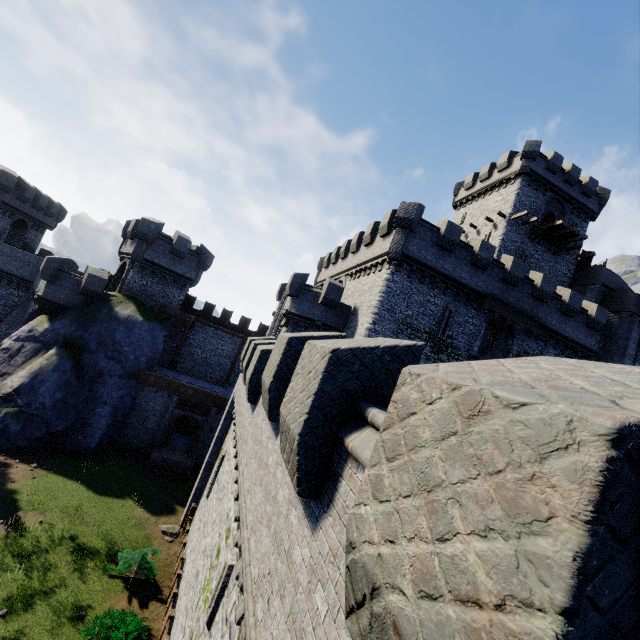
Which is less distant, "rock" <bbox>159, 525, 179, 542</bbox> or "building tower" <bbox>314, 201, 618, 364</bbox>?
"rock" <bbox>159, 525, 179, 542</bbox>

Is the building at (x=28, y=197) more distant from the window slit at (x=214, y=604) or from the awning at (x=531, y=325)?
the awning at (x=531, y=325)

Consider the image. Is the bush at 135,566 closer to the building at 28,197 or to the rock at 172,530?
the rock at 172,530

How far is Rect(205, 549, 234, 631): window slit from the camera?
7.41m

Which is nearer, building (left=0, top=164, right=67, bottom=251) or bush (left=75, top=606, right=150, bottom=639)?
bush (left=75, top=606, right=150, bottom=639)

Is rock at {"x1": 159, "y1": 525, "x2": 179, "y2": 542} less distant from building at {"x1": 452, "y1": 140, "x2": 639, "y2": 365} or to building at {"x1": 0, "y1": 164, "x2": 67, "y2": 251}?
building at {"x1": 452, "y1": 140, "x2": 639, "y2": 365}

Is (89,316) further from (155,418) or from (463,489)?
(463,489)

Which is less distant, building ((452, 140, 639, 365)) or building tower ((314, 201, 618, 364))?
building tower ((314, 201, 618, 364))
